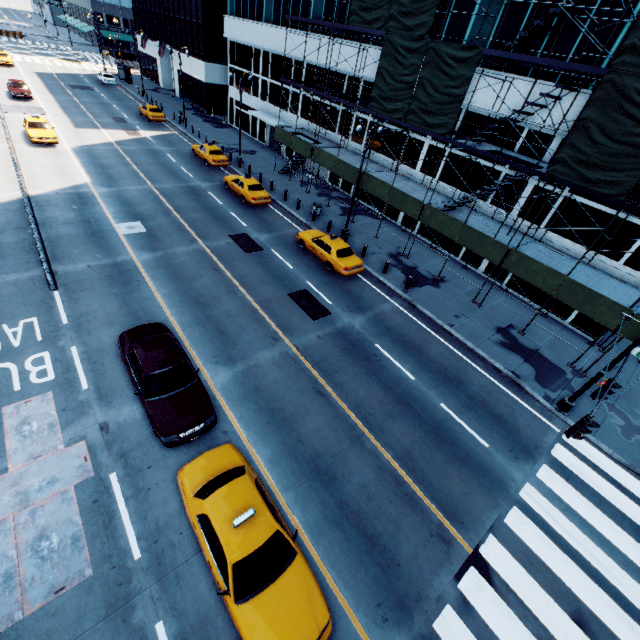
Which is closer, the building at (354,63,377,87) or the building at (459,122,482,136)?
the building at (459,122,482,136)

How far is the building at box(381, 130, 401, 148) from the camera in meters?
25.0 m

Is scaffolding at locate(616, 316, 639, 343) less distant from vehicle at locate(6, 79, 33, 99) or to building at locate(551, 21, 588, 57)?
building at locate(551, 21, 588, 57)

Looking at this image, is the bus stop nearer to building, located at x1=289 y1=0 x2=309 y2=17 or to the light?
building, located at x1=289 y1=0 x2=309 y2=17

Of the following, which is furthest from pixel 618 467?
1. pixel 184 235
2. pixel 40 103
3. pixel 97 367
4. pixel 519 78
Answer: pixel 40 103

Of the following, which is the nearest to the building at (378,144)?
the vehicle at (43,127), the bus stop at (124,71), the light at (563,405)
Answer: the light at (563,405)

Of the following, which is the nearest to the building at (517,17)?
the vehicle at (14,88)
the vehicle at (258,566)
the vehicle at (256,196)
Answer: the vehicle at (256,196)
